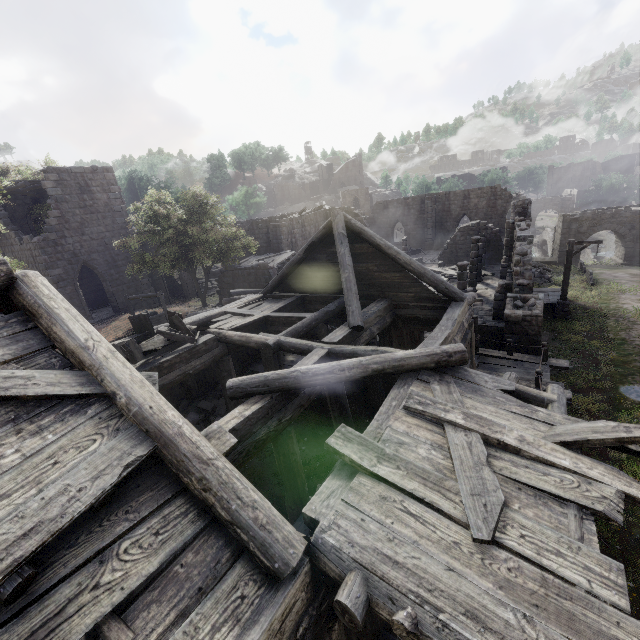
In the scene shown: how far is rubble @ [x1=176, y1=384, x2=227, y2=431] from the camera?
11.1 meters

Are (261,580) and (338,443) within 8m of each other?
yes

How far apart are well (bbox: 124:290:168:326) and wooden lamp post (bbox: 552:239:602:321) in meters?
22.3

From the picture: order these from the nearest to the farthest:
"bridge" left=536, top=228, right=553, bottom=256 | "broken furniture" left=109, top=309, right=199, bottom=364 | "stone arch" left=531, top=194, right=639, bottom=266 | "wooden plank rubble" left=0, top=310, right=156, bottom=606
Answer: "wooden plank rubble" left=0, top=310, right=156, bottom=606 < "broken furniture" left=109, top=309, right=199, bottom=364 < "stone arch" left=531, top=194, right=639, bottom=266 < "bridge" left=536, top=228, right=553, bottom=256

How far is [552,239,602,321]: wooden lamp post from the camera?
17.7m

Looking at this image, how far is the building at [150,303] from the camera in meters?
23.6

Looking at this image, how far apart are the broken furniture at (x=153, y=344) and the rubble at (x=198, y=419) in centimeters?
236cm

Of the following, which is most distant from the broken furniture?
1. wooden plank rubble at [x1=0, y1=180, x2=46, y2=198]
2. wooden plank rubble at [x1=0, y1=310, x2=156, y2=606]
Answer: wooden plank rubble at [x1=0, y1=180, x2=46, y2=198]
